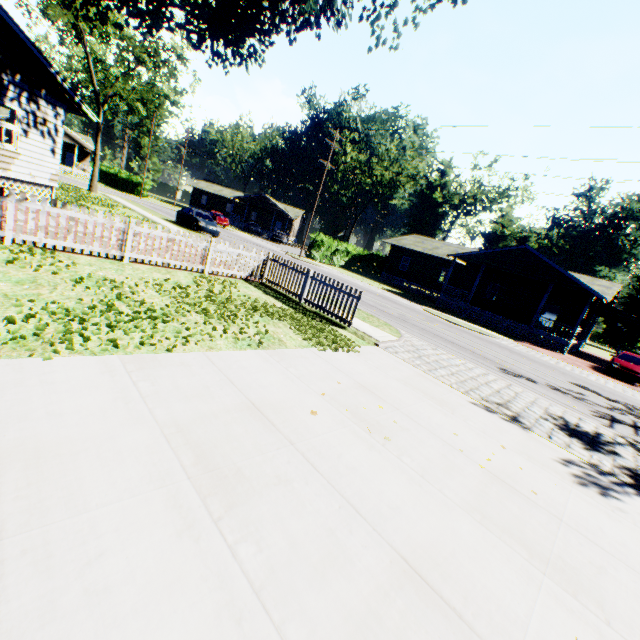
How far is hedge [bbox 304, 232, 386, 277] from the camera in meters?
34.1 m

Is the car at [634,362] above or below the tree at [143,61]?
below

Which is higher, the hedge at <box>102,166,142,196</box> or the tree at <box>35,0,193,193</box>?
the tree at <box>35,0,193,193</box>

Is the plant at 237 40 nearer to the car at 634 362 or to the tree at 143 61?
the tree at 143 61

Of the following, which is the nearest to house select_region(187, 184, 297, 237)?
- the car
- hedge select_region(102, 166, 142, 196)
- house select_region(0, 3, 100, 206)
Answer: hedge select_region(102, 166, 142, 196)

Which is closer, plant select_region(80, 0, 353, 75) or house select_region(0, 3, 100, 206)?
plant select_region(80, 0, 353, 75)

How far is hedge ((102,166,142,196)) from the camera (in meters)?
47.41

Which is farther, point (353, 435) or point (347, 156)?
point (347, 156)
